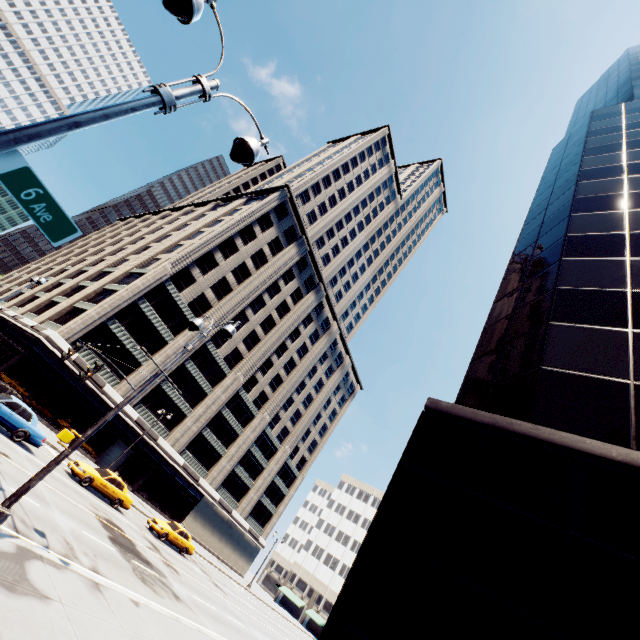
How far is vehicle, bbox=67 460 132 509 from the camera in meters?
20.5 m

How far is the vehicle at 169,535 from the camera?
25.14m

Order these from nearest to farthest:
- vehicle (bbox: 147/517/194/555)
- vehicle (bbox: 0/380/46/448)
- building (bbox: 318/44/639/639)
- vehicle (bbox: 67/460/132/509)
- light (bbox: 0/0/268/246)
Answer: light (bbox: 0/0/268/246)
building (bbox: 318/44/639/639)
vehicle (bbox: 0/380/46/448)
vehicle (bbox: 67/460/132/509)
vehicle (bbox: 147/517/194/555)

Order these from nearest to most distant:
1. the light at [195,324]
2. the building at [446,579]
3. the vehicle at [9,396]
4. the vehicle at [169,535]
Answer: the building at [446,579] < the light at [195,324] < the vehicle at [9,396] < the vehicle at [169,535]

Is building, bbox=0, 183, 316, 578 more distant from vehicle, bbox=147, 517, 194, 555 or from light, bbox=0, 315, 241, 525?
light, bbox=0, 315, 241, 525

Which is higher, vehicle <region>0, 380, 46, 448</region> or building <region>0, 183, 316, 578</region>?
building <region>0, 183, 316, 578</region>

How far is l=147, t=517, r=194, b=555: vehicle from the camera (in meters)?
25.14

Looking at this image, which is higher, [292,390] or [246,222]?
[246,222]
